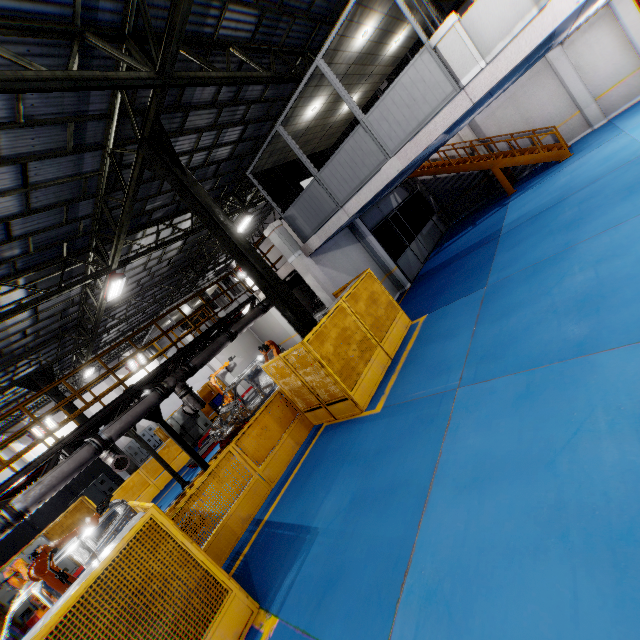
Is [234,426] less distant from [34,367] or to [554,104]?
[34,367]

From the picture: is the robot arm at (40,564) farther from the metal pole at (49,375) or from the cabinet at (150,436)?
the cabinet at (150,436)

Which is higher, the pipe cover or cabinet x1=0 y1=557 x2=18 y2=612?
the pipe cover

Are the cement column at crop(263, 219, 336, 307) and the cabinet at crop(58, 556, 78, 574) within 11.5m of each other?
no

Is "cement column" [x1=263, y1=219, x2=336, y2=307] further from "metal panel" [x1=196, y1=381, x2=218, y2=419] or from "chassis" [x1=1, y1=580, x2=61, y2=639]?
"chassis" [x1=1, y1=580, x2=61, y2=639]

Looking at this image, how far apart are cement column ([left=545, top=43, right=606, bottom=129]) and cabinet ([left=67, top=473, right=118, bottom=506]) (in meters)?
30.86

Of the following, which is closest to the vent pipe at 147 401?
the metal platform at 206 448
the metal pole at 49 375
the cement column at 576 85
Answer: the metal platform at 206 448

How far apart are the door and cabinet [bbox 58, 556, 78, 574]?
20.51m
